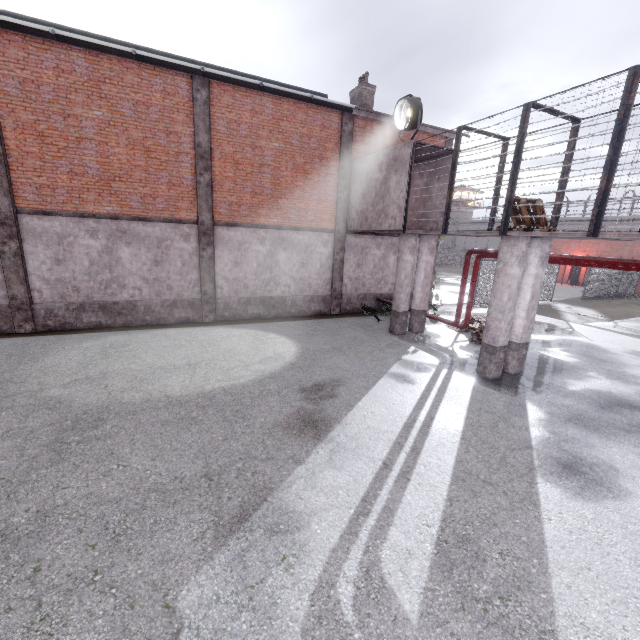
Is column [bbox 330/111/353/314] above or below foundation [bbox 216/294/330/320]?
above

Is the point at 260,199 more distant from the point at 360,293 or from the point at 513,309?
the point at 513,309

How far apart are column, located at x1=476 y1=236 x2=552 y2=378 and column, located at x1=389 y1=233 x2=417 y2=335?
3.77m

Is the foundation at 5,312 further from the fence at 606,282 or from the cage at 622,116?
the fence at 606,282

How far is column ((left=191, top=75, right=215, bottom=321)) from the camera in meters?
11.4

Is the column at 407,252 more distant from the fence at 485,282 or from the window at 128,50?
the fence at 485,282

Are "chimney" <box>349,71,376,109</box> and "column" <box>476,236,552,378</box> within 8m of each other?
no

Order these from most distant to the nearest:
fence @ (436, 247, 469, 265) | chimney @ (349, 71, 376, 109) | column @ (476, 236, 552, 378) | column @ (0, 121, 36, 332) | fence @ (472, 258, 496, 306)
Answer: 1. fence @ (436, 247, 469, 265)
2. fence @ (472, 258, 496, 306)
3. chimney @ (349, 71, 376, 109)
4. column @ (0, 121, 36, 332)
5. column @ (476, 236, 552, 378)
